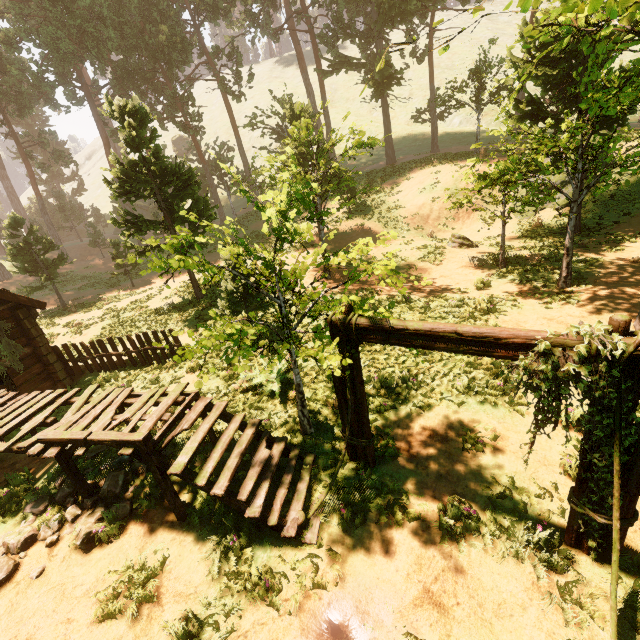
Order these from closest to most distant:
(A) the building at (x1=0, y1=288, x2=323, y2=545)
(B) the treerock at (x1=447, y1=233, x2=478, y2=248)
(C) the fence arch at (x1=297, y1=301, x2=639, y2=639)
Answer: (C) the fence arch at (x1=297, y1=301, x2=639, y2=639), (A) the building at (x1=0, y1=288, x2=323, y2=545), (B) the treerock at (x1=447, y1=233, x2=478, y2=248)

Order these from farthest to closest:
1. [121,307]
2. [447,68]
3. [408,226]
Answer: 1. [447,68]
2. [408,226]
3. [121,307]

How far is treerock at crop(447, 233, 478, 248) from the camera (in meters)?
18.30

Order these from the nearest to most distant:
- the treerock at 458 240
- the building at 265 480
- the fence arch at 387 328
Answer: the fence arch at 387 328
the building at 265 480
the treerock at 458 240

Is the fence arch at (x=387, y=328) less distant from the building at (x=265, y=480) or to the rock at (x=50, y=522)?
the building at (x=265, y=480)

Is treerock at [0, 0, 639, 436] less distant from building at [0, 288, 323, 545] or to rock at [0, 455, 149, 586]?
building at [0, 288, 323, 545]

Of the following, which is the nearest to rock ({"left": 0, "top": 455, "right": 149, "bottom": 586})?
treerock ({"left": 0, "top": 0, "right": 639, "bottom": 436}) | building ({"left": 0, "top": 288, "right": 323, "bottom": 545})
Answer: building ({"left": 0, "top": 288, "right": 323, "bottom": 545})

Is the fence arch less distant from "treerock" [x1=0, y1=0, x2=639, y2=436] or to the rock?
"treerock" [x1=0, y1=0, x2=639, y2=436]
